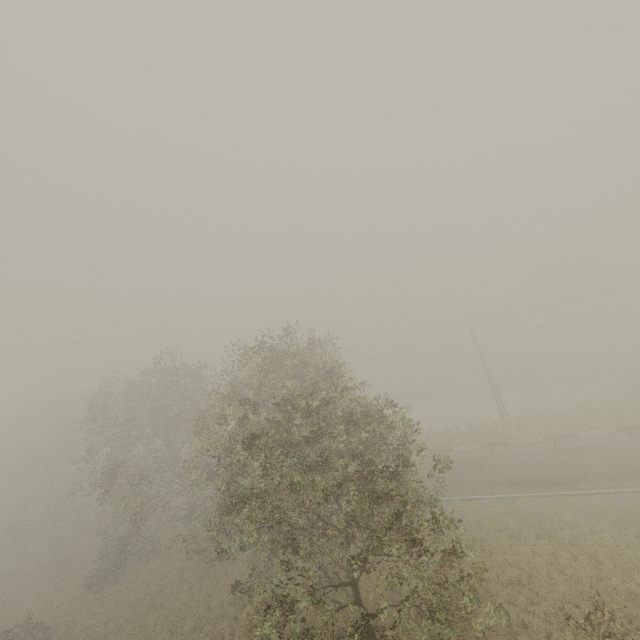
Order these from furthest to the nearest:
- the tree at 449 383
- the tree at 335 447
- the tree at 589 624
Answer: the tree at 449 383 → the tree at 335 447 → the tree at 589 624

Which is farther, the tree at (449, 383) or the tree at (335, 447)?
the tree at (449, 383)

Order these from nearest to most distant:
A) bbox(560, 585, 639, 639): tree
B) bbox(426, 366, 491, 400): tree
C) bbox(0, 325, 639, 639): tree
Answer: bbox(560, 585, 639, 639): tree < bbox(0, 325, 639, 639): tree < bbox(426, 366, 491, 400): tree

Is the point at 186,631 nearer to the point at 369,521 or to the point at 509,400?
the point at 369,521

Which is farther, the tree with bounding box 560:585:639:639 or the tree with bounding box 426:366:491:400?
the tree with bounding box 426:366:491:400

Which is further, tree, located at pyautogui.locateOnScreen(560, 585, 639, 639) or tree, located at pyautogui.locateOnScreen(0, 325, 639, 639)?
tree, located at pyautogui.locateOnScreen(0, 325, 639, 639)

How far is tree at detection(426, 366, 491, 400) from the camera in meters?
51.2
